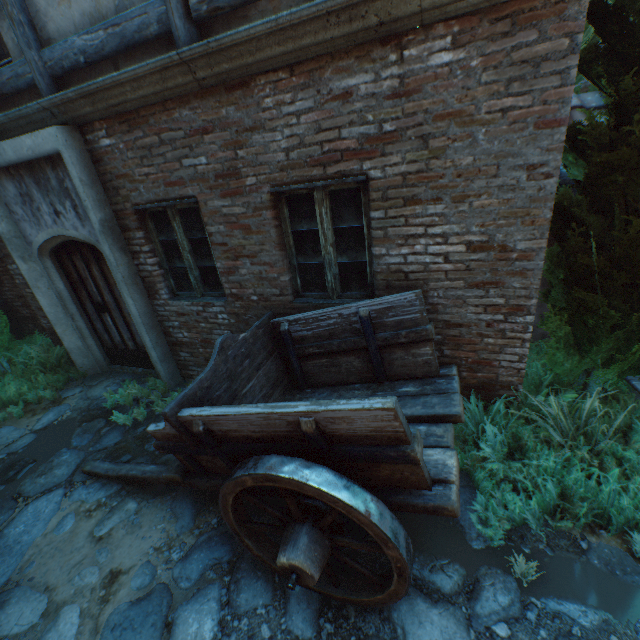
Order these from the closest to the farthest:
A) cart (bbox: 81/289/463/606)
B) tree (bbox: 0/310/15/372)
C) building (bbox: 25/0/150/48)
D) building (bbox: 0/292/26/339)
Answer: cart (bbox: 81/289/463/606), building (bbox: 25/0/150/48), tree (bbox: 0/310/15/372), building (bbox: 0/292/26/339)

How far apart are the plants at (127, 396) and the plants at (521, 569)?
5.0m

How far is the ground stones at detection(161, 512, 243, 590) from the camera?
2.7 meters

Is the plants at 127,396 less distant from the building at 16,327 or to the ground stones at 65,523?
the ground stones at 65,523

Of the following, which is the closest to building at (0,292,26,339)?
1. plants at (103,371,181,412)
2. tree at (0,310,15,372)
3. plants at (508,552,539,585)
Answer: tree at (0,310,15,372)

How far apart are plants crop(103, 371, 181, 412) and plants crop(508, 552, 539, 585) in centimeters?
497cm

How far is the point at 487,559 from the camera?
2.53m

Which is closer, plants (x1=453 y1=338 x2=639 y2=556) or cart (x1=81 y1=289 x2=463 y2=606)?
cart (x1=81 y1=289 x2=463 y2=606)
